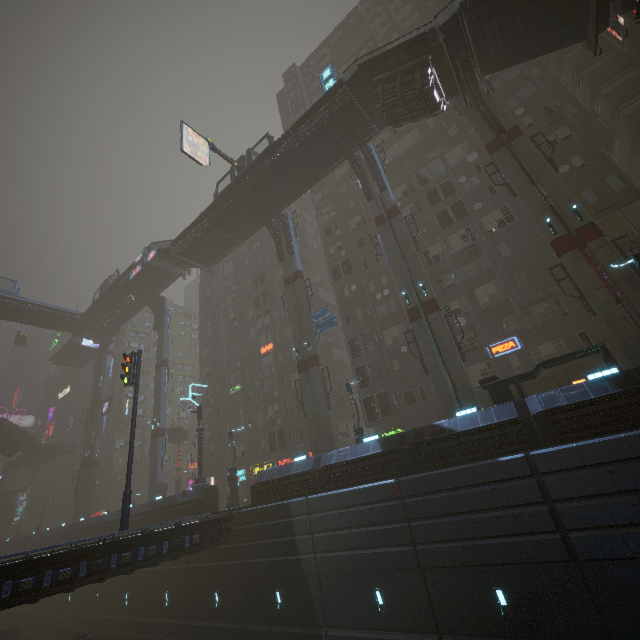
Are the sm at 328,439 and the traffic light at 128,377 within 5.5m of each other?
no

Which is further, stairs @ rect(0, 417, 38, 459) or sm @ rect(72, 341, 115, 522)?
stairs @ rect(0, 417, 38, 459)

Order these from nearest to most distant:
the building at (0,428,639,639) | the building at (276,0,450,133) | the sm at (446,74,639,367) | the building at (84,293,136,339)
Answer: the building at (0,428,639,639)
the sm at (446,74,639,367)
the building at (276,0,450,133)
the building at (84,293,136,339)

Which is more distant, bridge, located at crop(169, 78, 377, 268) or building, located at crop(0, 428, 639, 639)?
bridge, located at crop(169, 78, 377, 268)

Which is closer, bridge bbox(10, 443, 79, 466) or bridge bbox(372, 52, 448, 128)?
bridge bbox(372, 52, 448, 128)

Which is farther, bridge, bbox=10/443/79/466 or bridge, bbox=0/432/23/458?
bridge, bbox=10/443/79/466

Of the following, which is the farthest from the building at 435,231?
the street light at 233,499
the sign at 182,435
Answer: the sign at 182,435

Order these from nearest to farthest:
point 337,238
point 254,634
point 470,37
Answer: point 254,634 < point 470,37 < point 337,238
